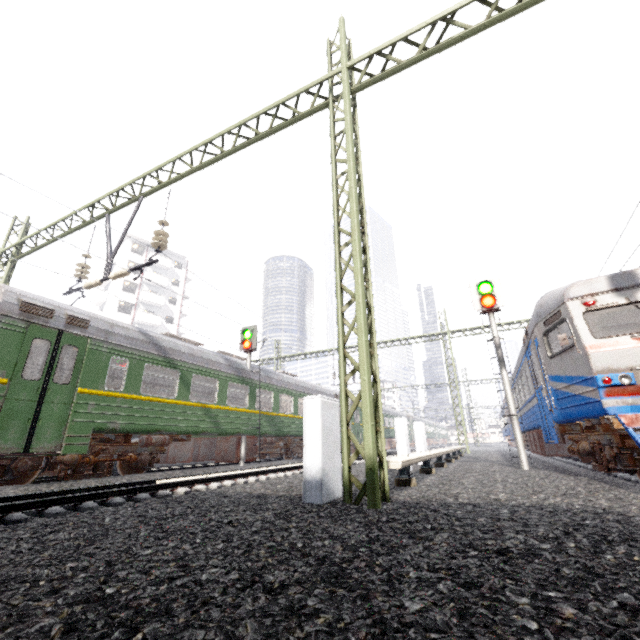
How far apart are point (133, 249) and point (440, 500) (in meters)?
50.69

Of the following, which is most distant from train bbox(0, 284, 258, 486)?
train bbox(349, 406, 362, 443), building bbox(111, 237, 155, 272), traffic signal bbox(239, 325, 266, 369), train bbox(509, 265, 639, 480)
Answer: building bbox(111, 237, 155, 272)

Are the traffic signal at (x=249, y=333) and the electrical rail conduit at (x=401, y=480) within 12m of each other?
yes

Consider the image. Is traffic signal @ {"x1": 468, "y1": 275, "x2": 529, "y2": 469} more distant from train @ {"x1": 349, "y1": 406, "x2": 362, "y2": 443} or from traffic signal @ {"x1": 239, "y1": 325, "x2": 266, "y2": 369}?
train @ {"x1": 349, "y1": 406, "x2": 362, "y2": 443}

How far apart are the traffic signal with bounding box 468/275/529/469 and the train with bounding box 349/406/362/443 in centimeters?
1475cm

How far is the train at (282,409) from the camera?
14.98m

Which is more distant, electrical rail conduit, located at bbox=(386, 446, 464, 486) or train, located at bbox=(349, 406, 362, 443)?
train, located at bbox=(349, 406, 362, 443)

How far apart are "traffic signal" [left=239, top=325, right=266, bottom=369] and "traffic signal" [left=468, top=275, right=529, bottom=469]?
8.96m
